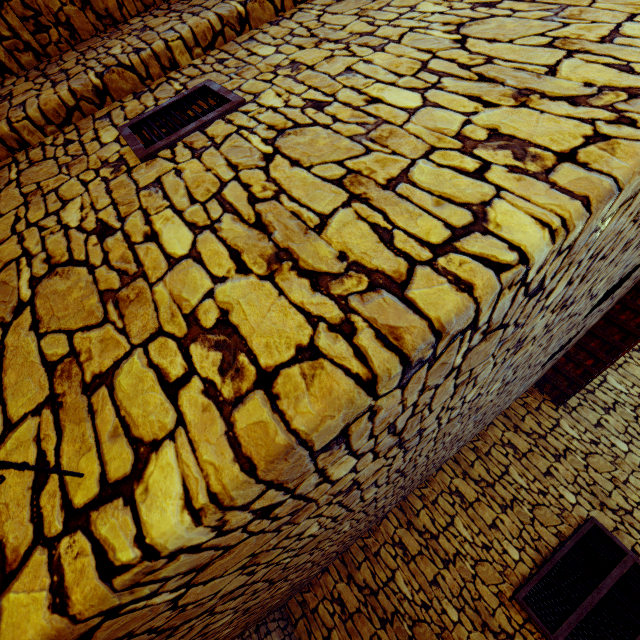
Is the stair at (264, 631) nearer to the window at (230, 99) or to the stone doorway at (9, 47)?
the window at (230, 99)

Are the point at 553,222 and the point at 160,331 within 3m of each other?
yes

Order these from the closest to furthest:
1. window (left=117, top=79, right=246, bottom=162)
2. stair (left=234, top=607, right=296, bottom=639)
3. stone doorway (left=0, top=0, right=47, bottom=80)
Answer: window (left=117, top=79, right=246, bottom=162) → stone doorway (left=0, top=0, right=47, bottom=80) → stair (left=234, top=607, right=296, bottom=639)

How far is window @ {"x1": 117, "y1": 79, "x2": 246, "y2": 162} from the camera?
1.8m

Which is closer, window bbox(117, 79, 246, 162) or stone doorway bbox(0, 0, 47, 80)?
window bbox(117, 79, 246, 162)

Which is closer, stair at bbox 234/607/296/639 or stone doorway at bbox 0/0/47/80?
stone doorway at bbox 0/0/47/80

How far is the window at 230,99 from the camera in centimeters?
182cm

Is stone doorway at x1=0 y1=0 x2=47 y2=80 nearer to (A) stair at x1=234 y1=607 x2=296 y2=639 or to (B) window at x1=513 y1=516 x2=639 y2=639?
(A) stair at x1=234 y1=607 x2=296 y2=639
